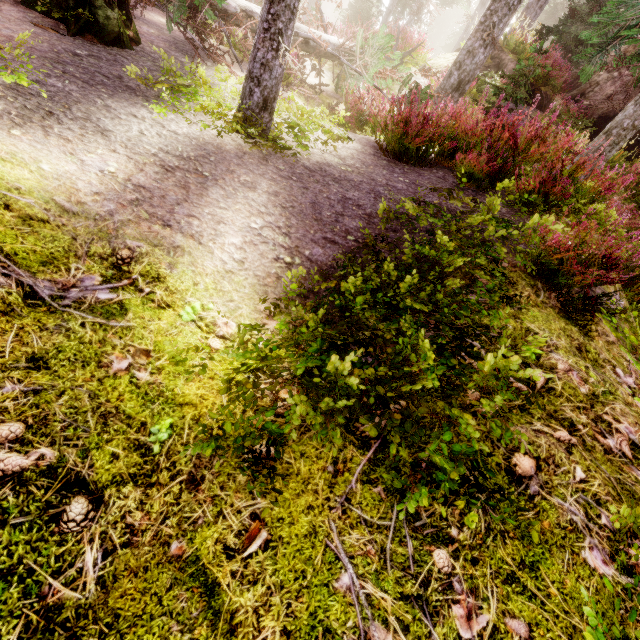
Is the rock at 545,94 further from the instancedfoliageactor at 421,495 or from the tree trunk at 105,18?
the tree trunk at 105,18

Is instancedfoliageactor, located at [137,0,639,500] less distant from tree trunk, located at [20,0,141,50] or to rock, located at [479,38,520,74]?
rock, located at [479,38,520,74]

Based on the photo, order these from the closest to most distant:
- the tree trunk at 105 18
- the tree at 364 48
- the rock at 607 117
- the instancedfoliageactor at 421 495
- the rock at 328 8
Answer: the instancedfoliageactor at 421 495 < the tree trunk at 105 18 < the tree at 364 48 < the rock at 607 117 < the rock at 328 8

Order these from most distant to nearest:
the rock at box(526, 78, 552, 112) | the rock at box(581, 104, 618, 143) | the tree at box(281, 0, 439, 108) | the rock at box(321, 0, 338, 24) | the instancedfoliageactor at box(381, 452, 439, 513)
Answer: the rock at box(321, 0, 338, 24) → the rock at box(526, 78, 552, 112) → the rock at box(581, 104, 618, 143) → the tree at box(281, 0, 439, 108) → the instancedfoliageactor at box(381, 452, 439, 513)

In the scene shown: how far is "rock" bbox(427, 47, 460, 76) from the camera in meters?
12.2 m

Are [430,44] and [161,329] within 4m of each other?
no

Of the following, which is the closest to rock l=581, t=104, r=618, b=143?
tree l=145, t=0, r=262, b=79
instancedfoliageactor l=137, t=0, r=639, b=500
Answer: instancedfoliageactor l=137, t=0, r=639, b=500
